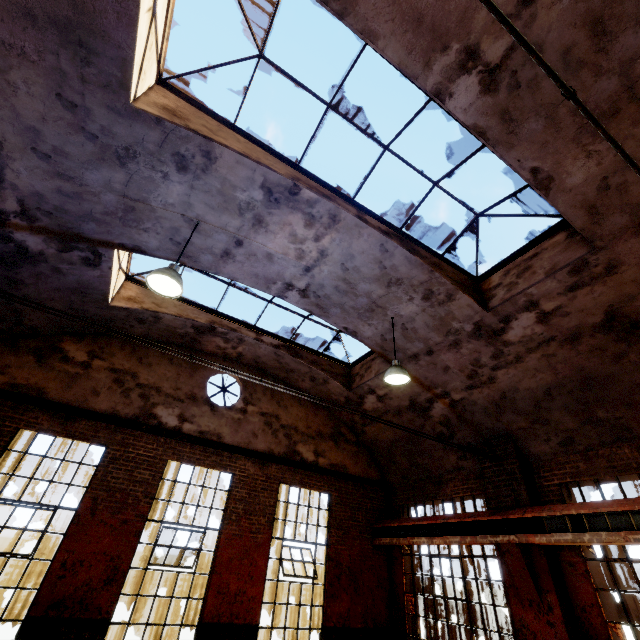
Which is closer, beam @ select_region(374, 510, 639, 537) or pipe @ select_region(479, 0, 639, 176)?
pipe @ select_region(479, 0, 639, 176)

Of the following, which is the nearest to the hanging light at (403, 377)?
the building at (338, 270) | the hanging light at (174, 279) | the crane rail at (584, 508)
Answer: the building at (338, 270)

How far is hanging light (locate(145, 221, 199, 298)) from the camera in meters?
4.8

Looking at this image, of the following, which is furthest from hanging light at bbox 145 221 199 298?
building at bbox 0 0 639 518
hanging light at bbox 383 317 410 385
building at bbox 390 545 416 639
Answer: building at bbox 390 545 416 639

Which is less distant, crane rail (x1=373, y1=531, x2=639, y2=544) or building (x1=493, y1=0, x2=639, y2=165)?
building (x1=493, y1=0, x2=639, y2=165)

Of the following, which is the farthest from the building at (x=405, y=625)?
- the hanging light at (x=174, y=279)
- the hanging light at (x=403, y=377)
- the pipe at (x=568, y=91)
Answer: the hanging light at (x=174, y=279)

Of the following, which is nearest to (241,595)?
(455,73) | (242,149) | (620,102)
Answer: (242,149)

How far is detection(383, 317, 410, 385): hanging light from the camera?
6.52m
